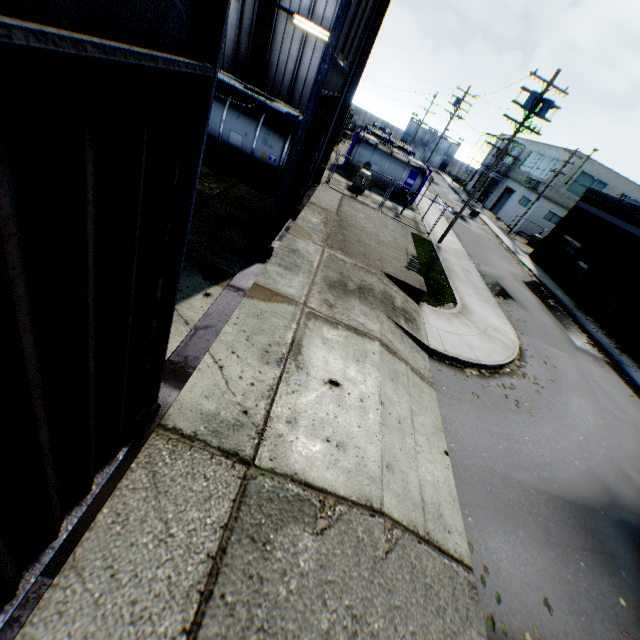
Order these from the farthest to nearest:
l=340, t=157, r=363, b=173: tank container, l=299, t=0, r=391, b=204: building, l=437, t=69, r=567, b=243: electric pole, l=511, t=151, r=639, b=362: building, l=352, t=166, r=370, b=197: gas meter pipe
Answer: l=340, t=157, r=363, b=173: tank container < l=511, t=151, r=639, b=362: building < l=352, t=166, r=370, b=197: gas meter pipe < l=437, t=69, r=567, b=243: electric pole < l=299, t=0, r=391, b=204: building

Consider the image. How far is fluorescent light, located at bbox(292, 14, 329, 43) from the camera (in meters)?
13.21

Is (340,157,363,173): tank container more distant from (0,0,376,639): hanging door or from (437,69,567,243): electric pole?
(0,0,376,639): hanging door

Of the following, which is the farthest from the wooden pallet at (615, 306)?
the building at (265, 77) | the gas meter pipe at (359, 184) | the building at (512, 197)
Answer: the building at (265, 77)

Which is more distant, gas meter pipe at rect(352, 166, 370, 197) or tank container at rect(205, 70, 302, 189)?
gas meter pipe at rect(352, 166, 370, 197)

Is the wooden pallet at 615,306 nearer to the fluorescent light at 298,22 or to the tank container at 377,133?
the tank container at 377,133

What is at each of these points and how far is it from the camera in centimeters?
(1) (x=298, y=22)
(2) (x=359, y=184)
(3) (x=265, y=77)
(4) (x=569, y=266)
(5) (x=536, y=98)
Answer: (1) fluorescent light, 1335cm
(2) gas meter pipe, 2317cm
(3) building, 1530cm
(4) building, 2658cm
(5) electric pole, 1602cm

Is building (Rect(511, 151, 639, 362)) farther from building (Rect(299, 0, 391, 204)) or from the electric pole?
building (Rect(299, 0, 391, 204))
